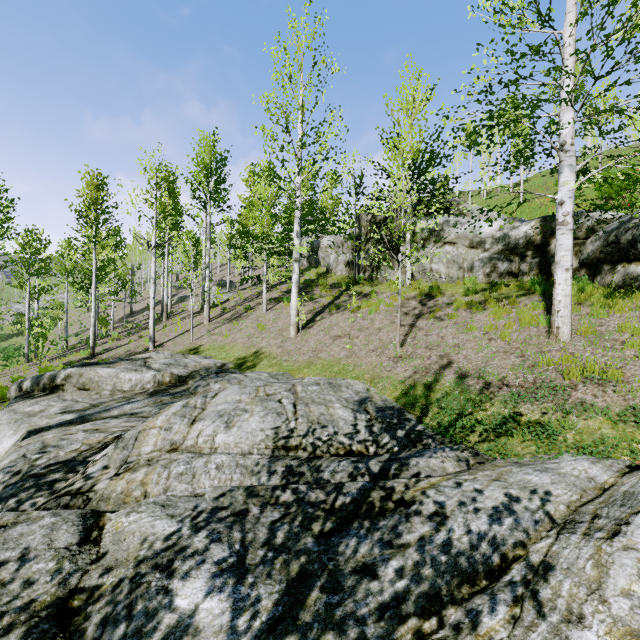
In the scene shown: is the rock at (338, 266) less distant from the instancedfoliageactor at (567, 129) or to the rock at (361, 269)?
the rock at (361, 269)

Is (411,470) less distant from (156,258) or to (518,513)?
(518,513)

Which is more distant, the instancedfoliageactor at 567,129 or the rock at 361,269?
the rock at 361,269

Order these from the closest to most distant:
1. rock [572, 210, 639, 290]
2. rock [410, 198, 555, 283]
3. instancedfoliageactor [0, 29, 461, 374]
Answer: rock [572, 210, 639, 290]
rock [410, 198, 555, 283]
instancedfoliageactor [0, 29, 461, 374]

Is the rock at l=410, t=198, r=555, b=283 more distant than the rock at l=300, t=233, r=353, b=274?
No

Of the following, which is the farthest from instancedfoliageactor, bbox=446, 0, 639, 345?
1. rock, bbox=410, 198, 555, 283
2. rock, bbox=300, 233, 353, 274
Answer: rock, bbox=300, 233, 353, 274

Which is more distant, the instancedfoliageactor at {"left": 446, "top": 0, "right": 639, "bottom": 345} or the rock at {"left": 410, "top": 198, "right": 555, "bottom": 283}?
the rock at {"left": 410, "top": 198, "right": 555, "bottom": 283}

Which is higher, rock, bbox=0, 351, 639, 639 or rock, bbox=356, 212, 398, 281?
rock, bbox=356, 212, 398, 281
